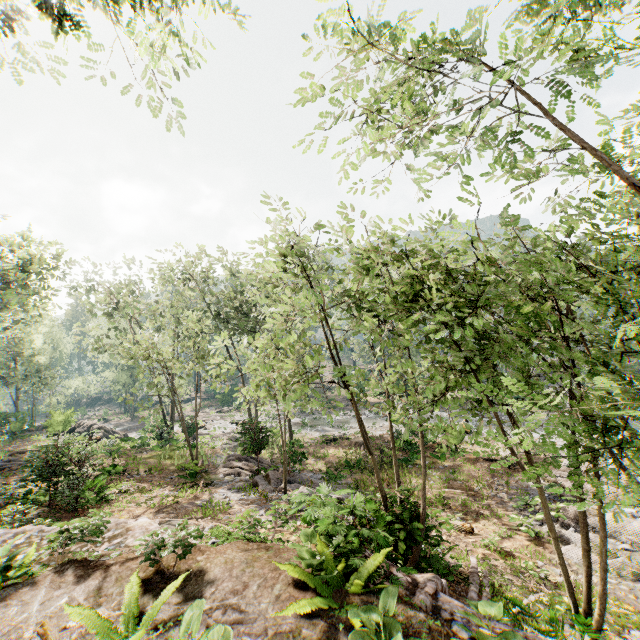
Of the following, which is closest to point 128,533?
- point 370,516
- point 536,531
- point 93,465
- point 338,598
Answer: point 338,598

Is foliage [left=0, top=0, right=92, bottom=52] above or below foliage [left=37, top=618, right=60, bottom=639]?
above

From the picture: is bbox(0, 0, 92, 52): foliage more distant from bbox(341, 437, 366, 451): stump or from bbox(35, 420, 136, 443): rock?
bbox(341, 437, 366, 451): stump

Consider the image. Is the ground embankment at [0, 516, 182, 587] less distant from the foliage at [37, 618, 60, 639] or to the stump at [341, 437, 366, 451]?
the foliage at [37, 618, 60, 639]

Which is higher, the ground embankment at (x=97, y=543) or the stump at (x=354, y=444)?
the ground embankment at (x=97, y=543)

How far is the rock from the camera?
27.03m

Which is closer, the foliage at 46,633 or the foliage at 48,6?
the foliage at 46,633

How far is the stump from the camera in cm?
2404
